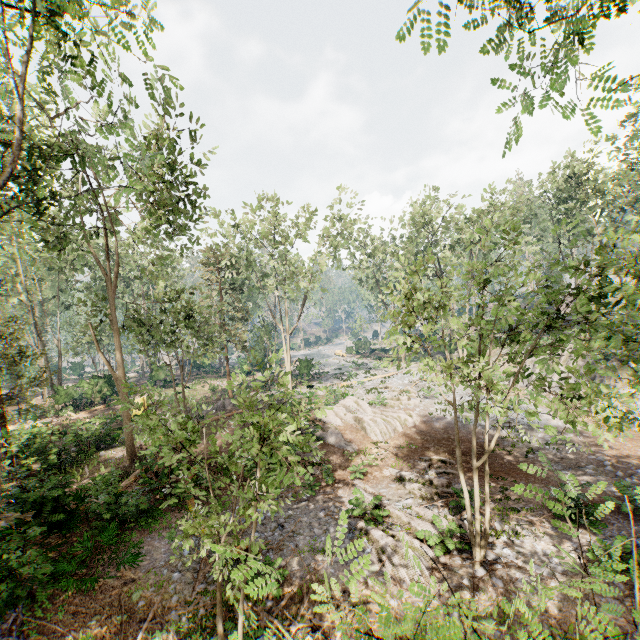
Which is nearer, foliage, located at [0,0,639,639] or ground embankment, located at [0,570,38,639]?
foliage, located at [0,0,639,639]

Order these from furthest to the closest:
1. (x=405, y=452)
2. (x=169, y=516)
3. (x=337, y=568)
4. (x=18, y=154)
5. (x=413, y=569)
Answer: (x=405, y=452) → (x=169, y=516) → (x=337, y=568) → (x=413, y=569) → (x=18, y=154)

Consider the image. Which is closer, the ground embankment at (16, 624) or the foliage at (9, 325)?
the foliage at (9, 325)
